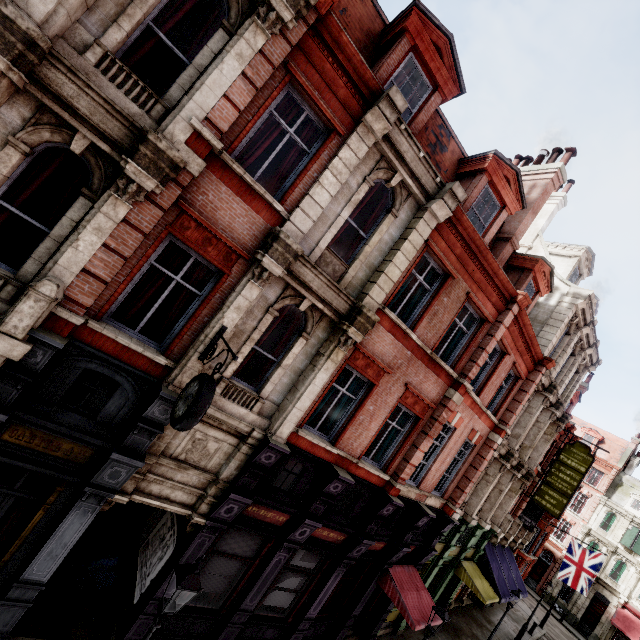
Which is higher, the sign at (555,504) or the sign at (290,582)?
the sign at (555,504)

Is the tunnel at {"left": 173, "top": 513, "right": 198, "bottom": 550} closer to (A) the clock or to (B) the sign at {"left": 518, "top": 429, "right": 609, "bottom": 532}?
(A) the clock

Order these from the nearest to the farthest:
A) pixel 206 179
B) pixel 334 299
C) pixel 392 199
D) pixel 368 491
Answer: pixel 206 179, pixel 334 299, pixel 392 199, pixel 368 491

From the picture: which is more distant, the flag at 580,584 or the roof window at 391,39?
the flag at 580,584

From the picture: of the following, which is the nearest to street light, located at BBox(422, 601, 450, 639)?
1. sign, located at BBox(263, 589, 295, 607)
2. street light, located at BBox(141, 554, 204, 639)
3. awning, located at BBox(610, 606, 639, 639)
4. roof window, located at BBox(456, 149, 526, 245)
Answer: sign, located at BBox(263, 589, 295, 607)

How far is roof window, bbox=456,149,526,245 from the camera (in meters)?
10.31

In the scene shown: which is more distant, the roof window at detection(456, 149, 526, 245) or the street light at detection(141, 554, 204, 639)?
the roof window at detection(456, 149, 526, 245)

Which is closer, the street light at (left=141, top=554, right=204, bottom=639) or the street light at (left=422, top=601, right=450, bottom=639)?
the street light at (left=141, top=554, right=204, bottom=639)
